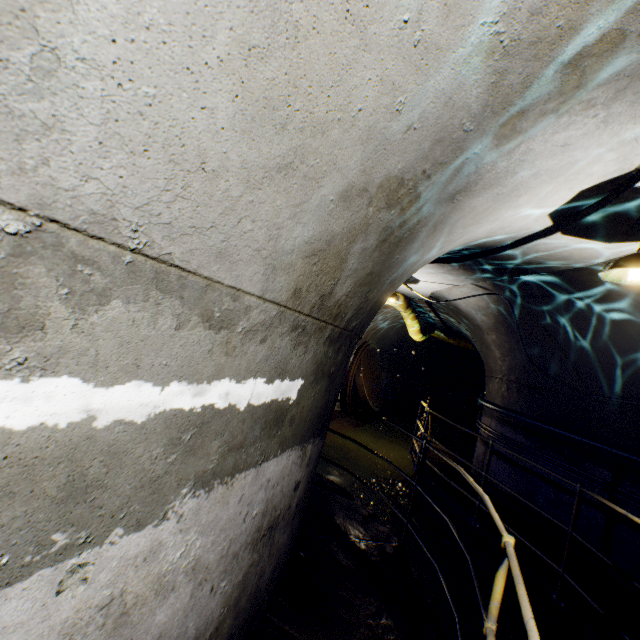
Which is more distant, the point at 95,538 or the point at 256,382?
the point at 256,382

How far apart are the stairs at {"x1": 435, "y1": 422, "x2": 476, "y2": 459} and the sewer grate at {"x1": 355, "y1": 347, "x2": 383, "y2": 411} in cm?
205

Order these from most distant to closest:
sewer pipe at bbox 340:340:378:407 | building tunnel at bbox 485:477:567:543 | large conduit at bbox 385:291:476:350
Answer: sewer pipe at bbox 340:340:378:407 → large conduit at bbox 385:291:476:350 → building tunnel at bbox 485:477:567:543

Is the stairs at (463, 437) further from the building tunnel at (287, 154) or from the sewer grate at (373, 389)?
the sewer grate at (373, 389)

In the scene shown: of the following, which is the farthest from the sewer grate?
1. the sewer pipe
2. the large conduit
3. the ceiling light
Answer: the ceiling light

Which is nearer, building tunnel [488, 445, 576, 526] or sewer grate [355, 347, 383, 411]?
building tunnel [488, 445, 576, 526]

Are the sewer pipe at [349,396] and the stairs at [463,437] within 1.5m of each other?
no

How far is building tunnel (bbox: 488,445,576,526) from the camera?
A: 5.0m
